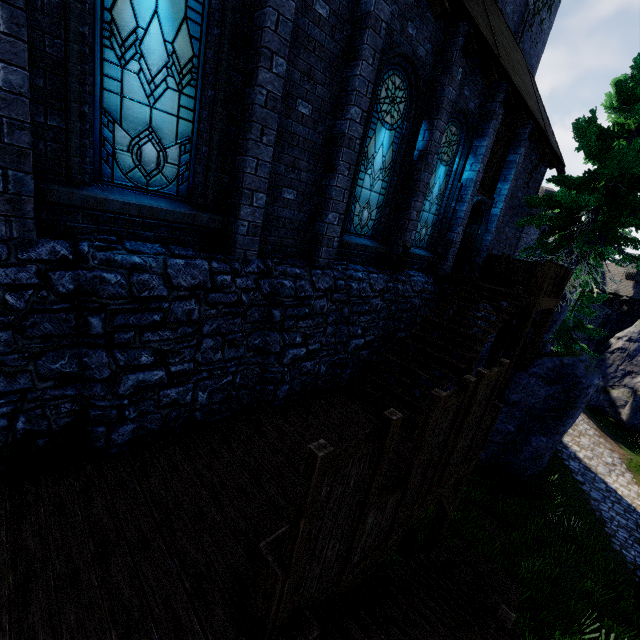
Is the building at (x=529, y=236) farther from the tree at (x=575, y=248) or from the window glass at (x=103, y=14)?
the window glass at (x=103, y=14)

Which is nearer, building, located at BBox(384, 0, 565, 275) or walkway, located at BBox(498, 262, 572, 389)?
building, located at BBox(384, 0, 565, 275)

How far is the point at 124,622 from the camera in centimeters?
290cm

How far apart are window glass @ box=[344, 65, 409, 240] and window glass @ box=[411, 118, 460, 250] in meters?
1.5 m

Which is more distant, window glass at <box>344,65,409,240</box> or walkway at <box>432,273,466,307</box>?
walkway at <box>432,273,466,307</box>

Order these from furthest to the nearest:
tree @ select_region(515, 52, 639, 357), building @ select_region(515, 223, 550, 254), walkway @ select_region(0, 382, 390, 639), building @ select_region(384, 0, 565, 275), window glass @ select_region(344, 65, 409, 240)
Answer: building @ select_region(515, 223, 550, 254)
tree @ select_region(515, 52, 639, 357)
building @ select_region(384, 0, 565, 275)
window glass @ select_region(344, 65, 409, 240)
walkway @ select_region(0, 382, 390, 639)

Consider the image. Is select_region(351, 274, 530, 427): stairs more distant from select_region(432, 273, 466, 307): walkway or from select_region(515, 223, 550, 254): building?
select_region(515, 223, 550, 254): building

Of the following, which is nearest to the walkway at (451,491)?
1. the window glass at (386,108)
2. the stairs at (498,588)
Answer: the stairs at (498,588)
